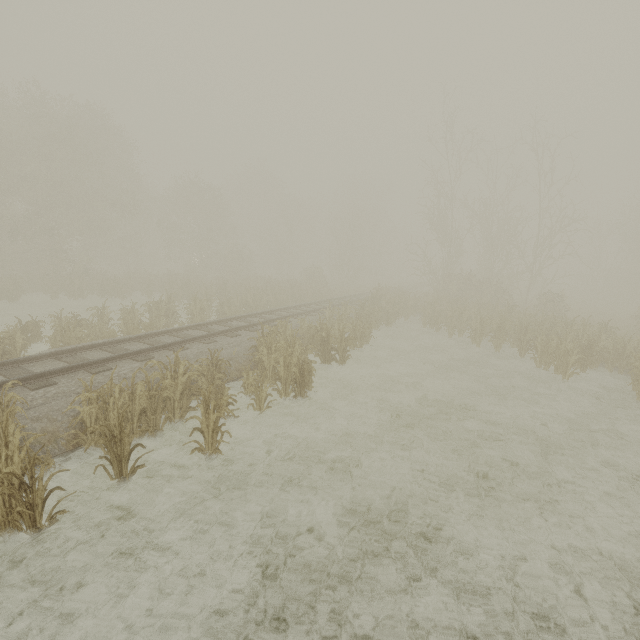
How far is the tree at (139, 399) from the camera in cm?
550

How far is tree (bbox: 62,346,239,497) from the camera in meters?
5.5 m

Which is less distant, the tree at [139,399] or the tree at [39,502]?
the tree at [39,502]

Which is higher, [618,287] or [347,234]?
[347,234]

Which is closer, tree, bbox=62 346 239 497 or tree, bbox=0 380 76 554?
tree, bbox=0 380 76 554
